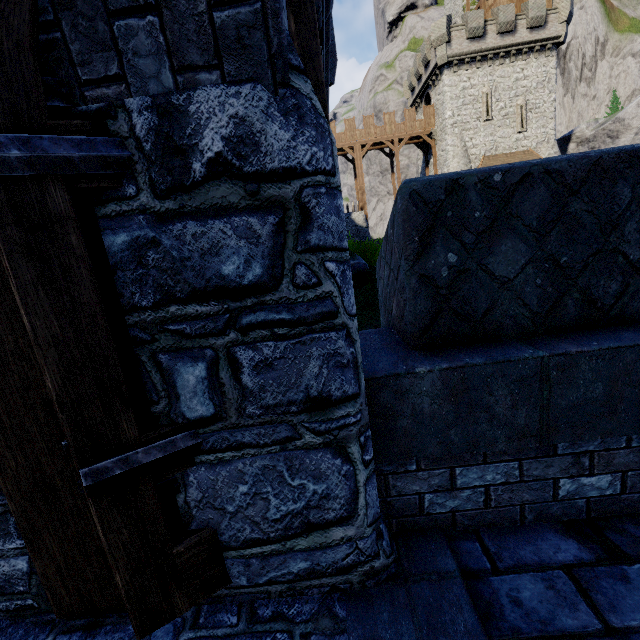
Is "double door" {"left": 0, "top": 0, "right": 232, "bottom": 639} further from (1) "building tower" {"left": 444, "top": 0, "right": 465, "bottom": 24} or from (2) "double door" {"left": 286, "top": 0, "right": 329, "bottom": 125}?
(1) "building tower" {"left": 444, "top": 0, "right": 465, "bottom": 24}

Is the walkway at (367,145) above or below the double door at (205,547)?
above

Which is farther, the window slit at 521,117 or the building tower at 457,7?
the building tower at 457,7

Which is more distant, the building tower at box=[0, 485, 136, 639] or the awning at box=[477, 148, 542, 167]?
the awning at box=[477, 148, 542, 167]

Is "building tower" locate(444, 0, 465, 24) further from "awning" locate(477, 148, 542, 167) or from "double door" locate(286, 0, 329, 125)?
"double door" locate(286, 0, 329, 125)

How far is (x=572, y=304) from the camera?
1.87m

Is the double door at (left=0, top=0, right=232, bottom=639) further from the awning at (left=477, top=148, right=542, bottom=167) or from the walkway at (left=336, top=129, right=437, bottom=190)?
the walkway at (left=336, top=129, right=437, bottom=190)

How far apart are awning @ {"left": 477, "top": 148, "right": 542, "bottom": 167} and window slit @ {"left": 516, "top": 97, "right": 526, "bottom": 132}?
1.3 meters
